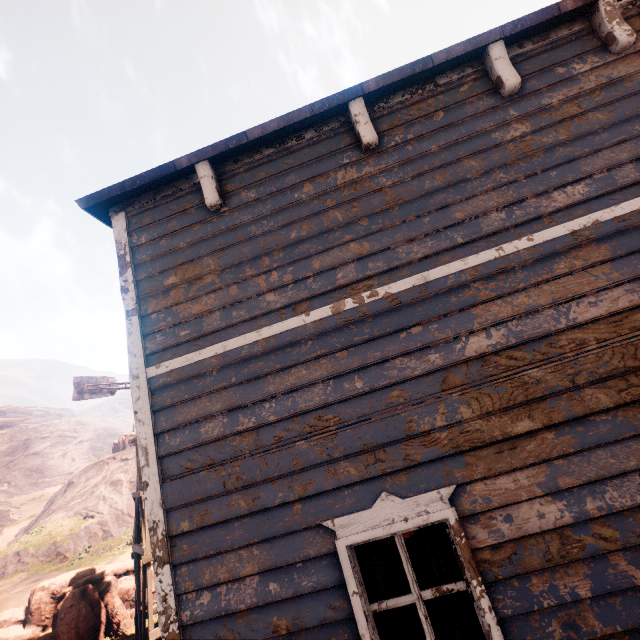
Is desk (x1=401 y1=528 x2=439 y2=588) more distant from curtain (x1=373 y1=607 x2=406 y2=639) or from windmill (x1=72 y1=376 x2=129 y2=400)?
windmill (x1=72 y1=376 x2=129 y2=400)

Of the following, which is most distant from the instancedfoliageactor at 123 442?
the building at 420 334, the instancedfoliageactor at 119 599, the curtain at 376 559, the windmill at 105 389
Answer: the curtain at 376 559

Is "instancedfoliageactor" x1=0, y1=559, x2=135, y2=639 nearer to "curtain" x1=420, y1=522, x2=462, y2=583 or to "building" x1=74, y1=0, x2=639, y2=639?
"building" x1=74, y1=0, x2=639, y2=639

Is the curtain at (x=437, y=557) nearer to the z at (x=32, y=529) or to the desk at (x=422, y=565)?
the z at (x=32, y=529)

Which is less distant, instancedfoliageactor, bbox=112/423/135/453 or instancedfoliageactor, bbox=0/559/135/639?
instancedfoliageactor, bbox=0/559/135/639

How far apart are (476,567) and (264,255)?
3.12m

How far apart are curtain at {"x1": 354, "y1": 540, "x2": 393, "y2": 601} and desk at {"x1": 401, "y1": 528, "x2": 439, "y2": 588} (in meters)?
2.88
